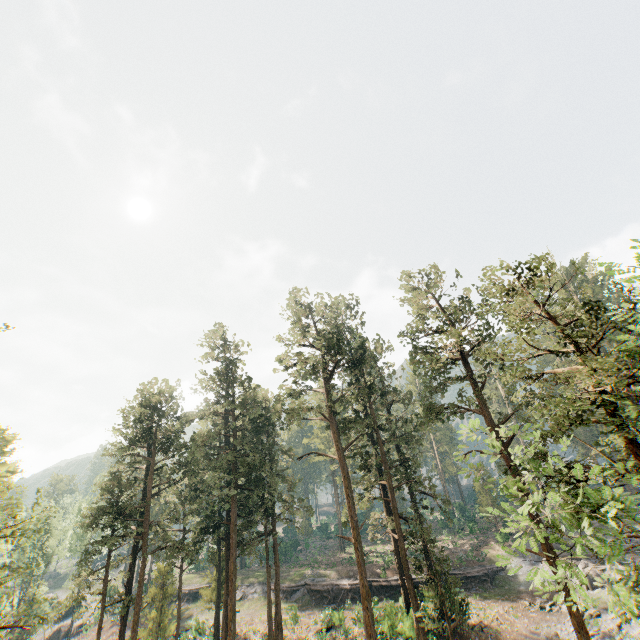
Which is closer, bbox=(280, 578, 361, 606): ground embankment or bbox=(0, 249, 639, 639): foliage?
bbox=(0, 249, 639, 639): foliage

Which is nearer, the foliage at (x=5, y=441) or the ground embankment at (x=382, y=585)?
the foliage at (x=5, y=441)

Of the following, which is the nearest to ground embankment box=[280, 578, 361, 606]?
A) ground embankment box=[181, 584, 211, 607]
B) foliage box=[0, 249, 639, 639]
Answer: foliage box=[0, 249, 639, 639]

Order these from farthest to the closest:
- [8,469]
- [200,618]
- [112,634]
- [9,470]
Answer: [112,634], [200,618], [8,469], [9,470]

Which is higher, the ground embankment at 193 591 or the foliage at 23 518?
the foliage at 23 518
